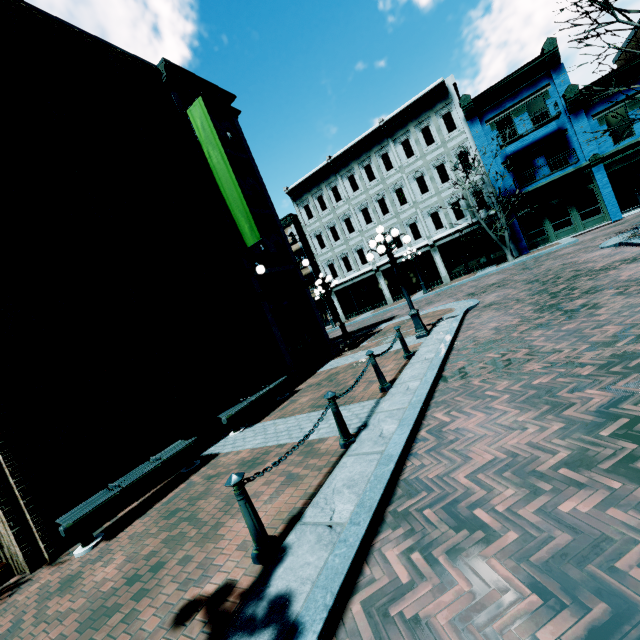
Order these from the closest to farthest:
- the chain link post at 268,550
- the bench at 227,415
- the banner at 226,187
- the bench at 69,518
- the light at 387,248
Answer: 1. the chain link post at 268,550
2. the bench at 69,518
3. the bench at 227,415
4. the light at 387,248
5. the banner at 226,187

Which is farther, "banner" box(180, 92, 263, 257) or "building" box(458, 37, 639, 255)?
"building" box(458, 37, 639, 255)

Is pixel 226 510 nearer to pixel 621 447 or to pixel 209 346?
pixel 621 447

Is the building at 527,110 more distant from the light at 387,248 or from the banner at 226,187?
the banner at 226,187

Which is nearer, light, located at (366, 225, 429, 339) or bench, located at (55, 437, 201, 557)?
bench, located at (55, 437, 201, 557)

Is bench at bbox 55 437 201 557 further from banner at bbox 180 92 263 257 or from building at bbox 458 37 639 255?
building at bbox 458 37 639 255

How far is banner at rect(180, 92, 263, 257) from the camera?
10.6 meters

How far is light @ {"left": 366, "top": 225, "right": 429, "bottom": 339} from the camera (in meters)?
9.51
